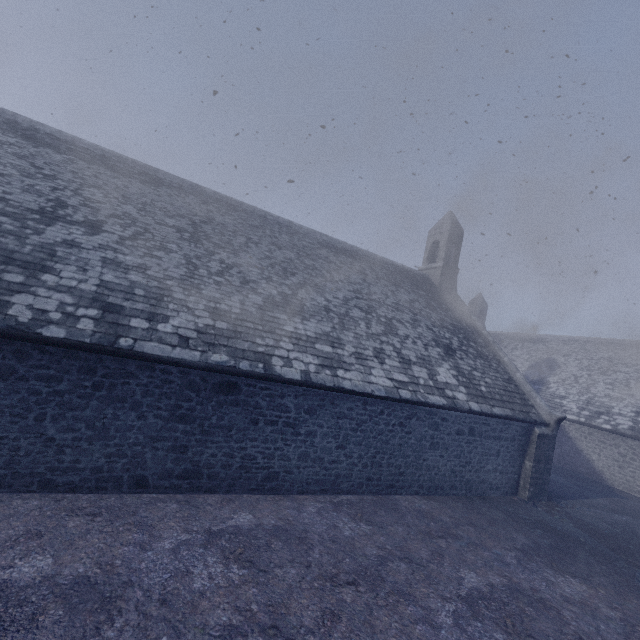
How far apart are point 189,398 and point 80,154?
10.04m
